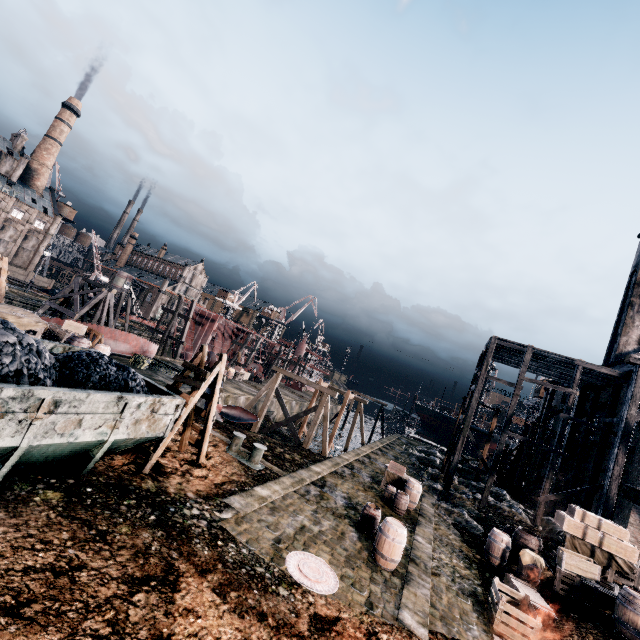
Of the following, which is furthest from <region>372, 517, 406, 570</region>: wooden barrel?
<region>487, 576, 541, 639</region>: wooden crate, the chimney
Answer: the chimney

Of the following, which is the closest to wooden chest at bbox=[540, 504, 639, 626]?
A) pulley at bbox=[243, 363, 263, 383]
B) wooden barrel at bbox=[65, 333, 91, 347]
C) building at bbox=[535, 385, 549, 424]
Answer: wooden barrel at bbox=[65, 333, 91, 347]

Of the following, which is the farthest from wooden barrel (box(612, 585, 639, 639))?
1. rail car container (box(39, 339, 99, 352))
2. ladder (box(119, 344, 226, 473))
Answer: rail car container (box(39, 339, 99, 352))

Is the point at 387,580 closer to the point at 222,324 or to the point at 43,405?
the point at 43,405

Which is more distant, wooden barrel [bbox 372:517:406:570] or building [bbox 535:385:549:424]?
building [bbox 535:385:549:424]

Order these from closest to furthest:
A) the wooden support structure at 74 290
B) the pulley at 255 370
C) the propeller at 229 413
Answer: the propeller at 229 413
the wooden support structure at 74 290
the pulley at 255 370

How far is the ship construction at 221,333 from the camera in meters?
48.5 m

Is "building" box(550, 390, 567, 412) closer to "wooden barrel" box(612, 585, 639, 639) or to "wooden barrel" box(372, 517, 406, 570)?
"wooden barrel" box(372, 517, 406, 570)
